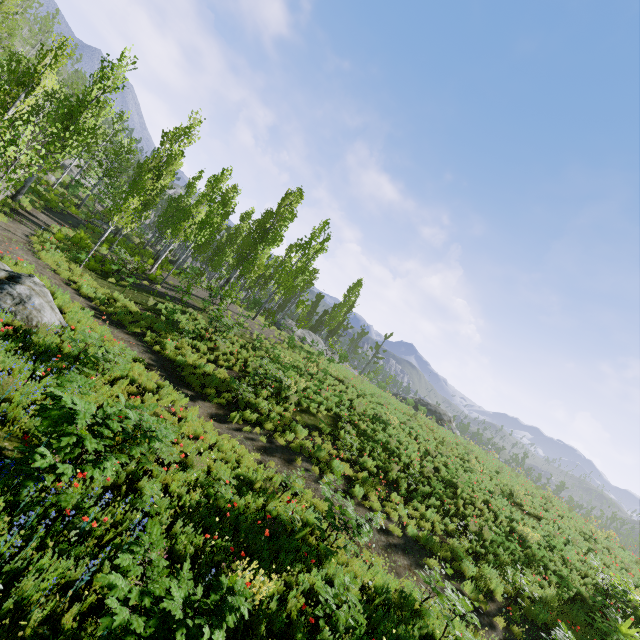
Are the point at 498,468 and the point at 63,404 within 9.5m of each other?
no

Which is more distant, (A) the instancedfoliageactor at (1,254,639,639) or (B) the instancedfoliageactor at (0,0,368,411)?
(B) the instancedfoliageactor at (0,0,368,411)

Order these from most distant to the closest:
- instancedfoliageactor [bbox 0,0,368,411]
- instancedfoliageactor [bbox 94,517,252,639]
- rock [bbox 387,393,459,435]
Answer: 1. rock [bbox 387,393,459,435]
2. instancedfoliageactor [bbox 0,0,368,411]
3. instancedfoliageactor [bbox 94,517,252,639]

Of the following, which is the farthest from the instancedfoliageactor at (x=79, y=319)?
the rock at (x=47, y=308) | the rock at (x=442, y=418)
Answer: the rock at (x=47, y=308)

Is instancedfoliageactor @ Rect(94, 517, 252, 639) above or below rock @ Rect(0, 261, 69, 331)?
above

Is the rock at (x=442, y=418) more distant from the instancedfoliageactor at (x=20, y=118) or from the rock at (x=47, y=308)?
the rock at (x=47, y=308)

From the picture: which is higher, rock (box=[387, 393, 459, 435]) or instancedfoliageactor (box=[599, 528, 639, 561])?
instancedfoliageactor (box=[599, 528, 639, 561])

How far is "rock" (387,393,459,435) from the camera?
24.92m
